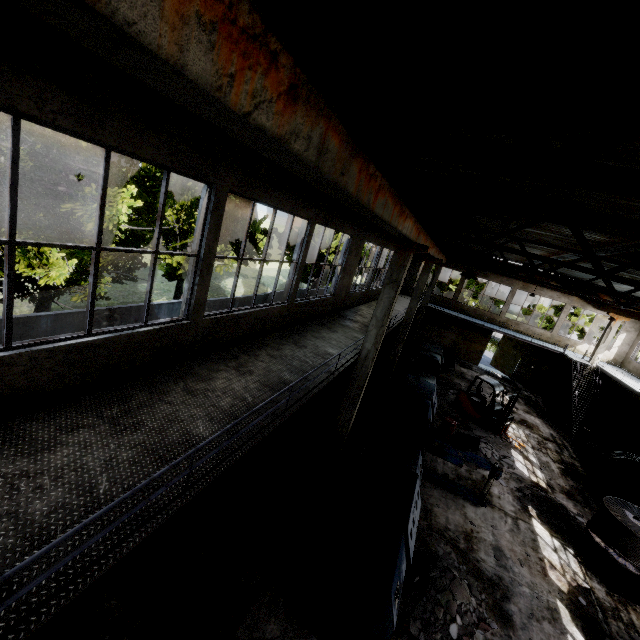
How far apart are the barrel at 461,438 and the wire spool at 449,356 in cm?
983

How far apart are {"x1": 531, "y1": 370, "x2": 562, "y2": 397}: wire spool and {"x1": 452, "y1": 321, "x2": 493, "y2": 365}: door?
4.1m

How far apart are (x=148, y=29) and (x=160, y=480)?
4.2 meters

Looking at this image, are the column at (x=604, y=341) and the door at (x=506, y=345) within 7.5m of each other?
yes

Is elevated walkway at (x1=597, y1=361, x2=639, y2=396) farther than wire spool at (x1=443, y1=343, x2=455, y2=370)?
No

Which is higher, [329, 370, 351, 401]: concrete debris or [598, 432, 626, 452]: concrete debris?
[598, 432, 626, 452]: concrete debris

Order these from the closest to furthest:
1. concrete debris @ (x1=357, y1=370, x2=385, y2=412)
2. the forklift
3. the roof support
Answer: the roof support
concrete debris @ (x1=357, y1=370, x2=385, y2=412)
the forklift

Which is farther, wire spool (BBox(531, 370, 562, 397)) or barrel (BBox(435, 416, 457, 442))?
wire spool (BBox(531, 370, 562, 397))
